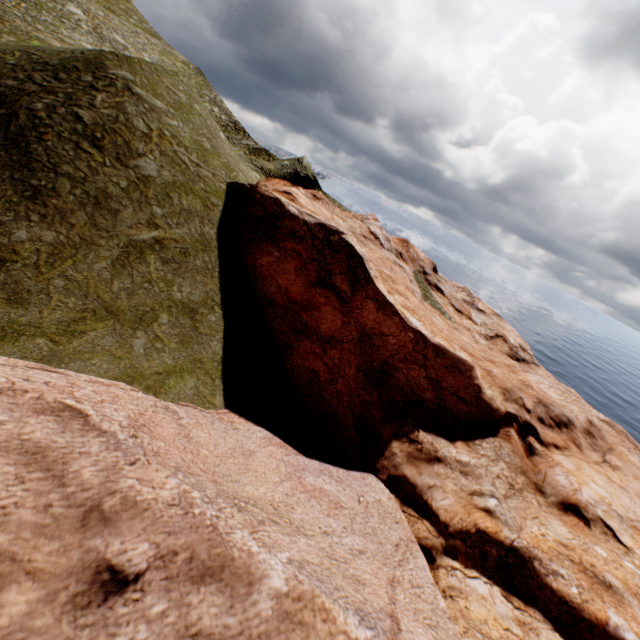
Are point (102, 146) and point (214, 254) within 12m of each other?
yes
